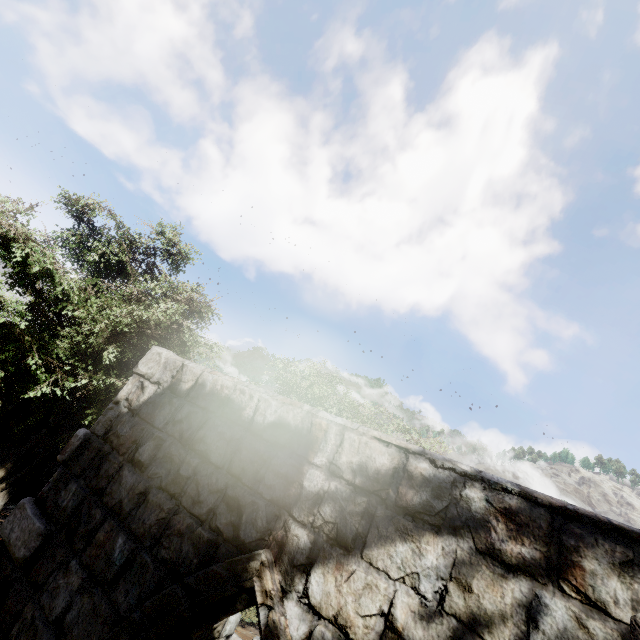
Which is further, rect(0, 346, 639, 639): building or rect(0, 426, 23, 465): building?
rect(0, 426, 23, 465): building

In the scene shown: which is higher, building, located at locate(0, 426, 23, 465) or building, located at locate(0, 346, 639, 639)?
building, located at locate(0, 346, 639, 639)

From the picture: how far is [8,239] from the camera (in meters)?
5.92

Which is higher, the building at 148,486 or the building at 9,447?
the building at 148,486

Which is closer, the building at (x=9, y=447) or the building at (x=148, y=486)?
the building at (x=148, y=486)
